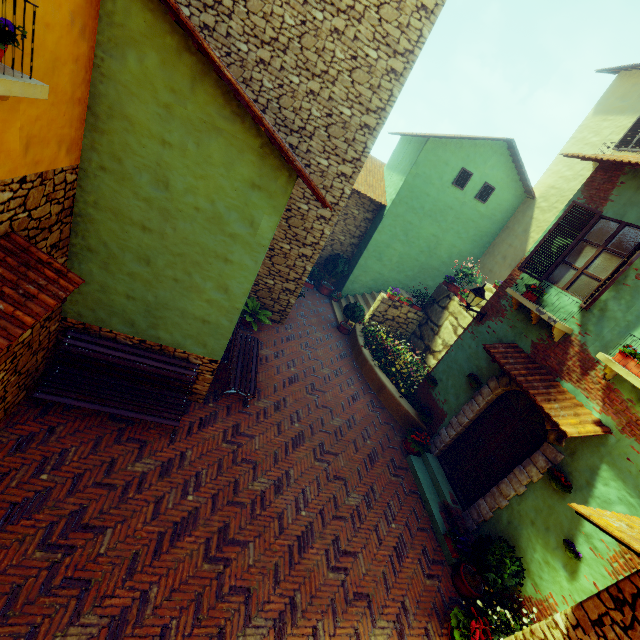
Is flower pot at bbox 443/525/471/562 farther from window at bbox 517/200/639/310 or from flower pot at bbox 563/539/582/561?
window at bbox 517/200/639/310

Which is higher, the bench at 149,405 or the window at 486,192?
the window at 486,192

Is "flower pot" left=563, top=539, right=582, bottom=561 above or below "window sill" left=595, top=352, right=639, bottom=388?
below

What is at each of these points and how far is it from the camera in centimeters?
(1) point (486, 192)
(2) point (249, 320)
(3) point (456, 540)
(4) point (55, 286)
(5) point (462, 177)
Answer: (1) window, 1323cm
(2) potted tree, 934cm
(3) flower pot, 637cm
(4) door eaves, 347cm
(5) window, 1280cm

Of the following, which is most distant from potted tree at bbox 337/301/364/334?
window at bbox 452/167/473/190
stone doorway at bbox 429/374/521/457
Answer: window at bbox 452/167/473/190

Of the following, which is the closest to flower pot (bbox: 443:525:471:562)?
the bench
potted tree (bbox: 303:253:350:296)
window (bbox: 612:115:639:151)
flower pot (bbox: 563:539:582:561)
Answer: flower pot (bbox: 563:539:582:561)

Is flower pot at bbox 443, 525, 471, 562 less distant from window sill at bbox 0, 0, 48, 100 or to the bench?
the bench

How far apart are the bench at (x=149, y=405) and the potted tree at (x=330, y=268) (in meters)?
9.01
